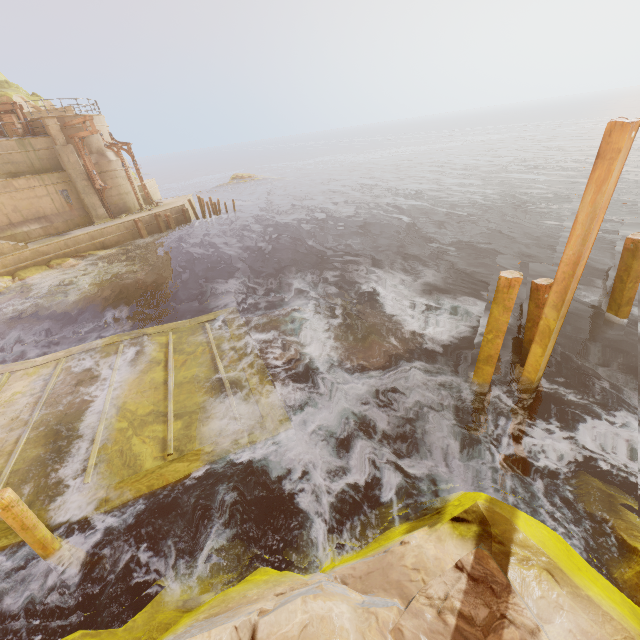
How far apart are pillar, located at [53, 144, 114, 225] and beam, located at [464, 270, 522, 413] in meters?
27.3 m

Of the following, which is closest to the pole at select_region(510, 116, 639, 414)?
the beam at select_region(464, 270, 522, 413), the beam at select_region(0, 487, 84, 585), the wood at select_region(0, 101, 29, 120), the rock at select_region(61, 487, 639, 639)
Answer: the beam at select_region(464, 270, 522, 413)

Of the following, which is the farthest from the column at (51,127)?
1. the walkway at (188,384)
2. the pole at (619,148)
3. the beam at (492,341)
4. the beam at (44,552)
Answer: the pole at (619,148)

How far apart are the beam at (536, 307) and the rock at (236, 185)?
47.78m

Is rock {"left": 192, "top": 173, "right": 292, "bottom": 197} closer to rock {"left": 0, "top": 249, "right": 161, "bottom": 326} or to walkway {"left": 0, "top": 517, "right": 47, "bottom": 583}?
rock {"left": 0, "top": 249, "right": 161, "bottom": 326}

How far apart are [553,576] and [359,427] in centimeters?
458cm

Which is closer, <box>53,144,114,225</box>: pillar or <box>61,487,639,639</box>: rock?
<box>61,487,639,639</box>: rock

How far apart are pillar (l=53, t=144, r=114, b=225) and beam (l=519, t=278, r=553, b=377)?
27.8m
